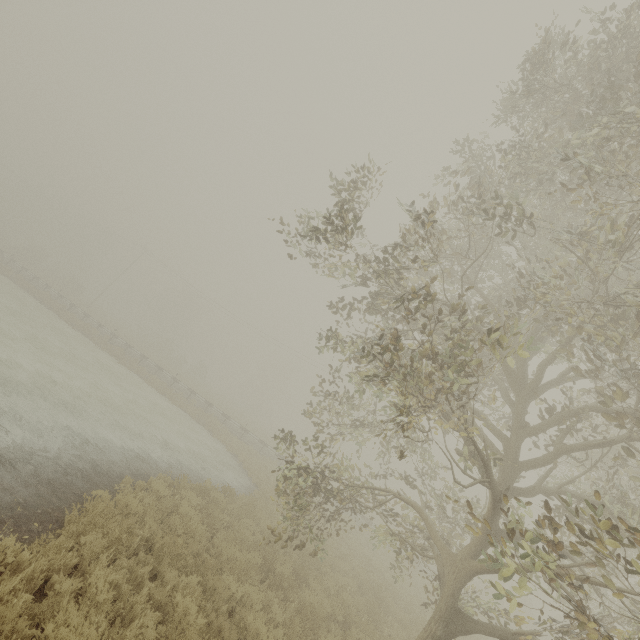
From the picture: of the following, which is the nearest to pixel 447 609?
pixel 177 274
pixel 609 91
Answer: pixel 609 91
